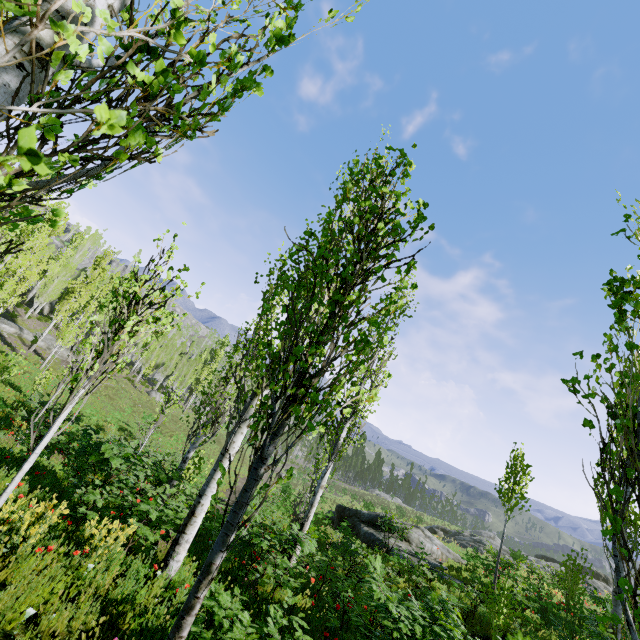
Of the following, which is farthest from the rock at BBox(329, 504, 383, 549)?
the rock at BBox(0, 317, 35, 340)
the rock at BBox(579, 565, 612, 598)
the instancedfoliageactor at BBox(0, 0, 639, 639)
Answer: the rock at BBox(579, 565, 612, 598)

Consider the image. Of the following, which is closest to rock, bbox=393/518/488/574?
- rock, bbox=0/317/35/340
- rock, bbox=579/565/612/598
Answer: rock, bbox=0/317/35/340

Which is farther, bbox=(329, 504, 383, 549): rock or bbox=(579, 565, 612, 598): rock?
bbox=(579, 565, 612, 598): rock

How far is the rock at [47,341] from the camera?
32.2 meters

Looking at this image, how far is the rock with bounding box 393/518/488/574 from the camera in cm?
1604

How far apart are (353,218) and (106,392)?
38.7 meters

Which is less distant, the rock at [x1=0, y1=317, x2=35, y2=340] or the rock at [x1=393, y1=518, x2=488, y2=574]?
the rock at [x1=393, y1=518, x2=488, y2=574]

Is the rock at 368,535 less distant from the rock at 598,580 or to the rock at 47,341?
the rock at 47,341
